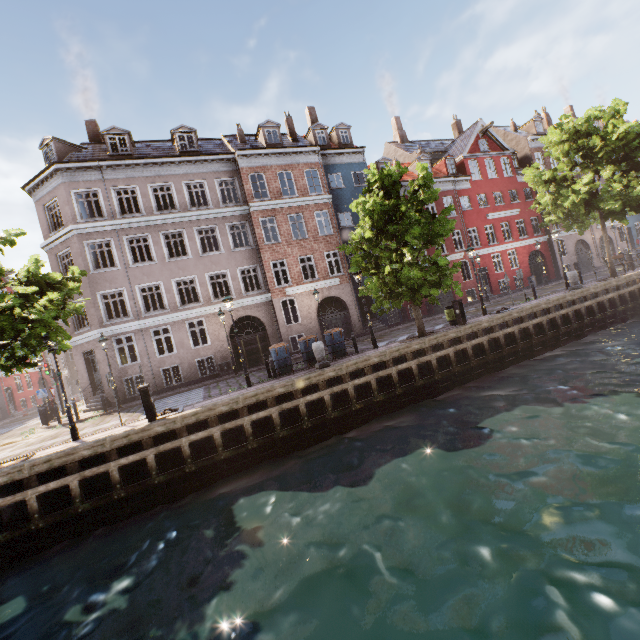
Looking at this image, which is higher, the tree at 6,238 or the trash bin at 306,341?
the tree at 6,238

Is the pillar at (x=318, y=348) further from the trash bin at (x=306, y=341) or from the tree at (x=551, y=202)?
the tree at (x=551, y=202)

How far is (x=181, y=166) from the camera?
20.3m

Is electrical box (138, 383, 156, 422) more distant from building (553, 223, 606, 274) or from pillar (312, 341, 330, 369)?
building (553, 223, 606, 274)

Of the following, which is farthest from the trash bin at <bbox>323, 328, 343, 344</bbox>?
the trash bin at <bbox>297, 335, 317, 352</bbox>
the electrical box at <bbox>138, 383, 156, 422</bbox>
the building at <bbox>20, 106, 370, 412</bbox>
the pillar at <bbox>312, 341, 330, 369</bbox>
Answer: the electrical box at <bbox>138, 383, 156, 422</bbox>

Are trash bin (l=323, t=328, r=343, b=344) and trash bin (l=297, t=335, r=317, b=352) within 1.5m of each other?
yes

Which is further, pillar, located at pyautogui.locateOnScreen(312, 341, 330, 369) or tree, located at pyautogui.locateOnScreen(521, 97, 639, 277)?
tree, located at pyautogui.locateOnScreen(521, 97, 639, 277)

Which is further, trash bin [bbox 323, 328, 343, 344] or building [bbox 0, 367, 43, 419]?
building [bbox 0, 367, 43, 419]
